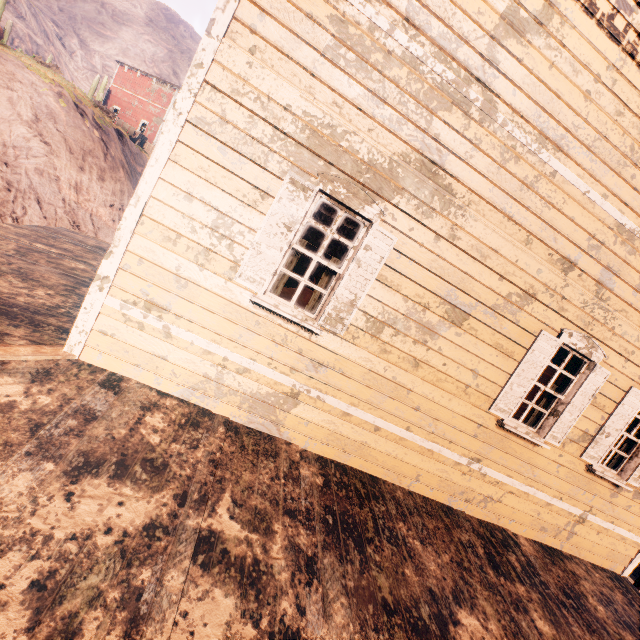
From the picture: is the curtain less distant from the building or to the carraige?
the building

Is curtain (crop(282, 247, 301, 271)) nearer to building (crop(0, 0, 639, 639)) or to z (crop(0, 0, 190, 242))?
building (crop(0, 0, 639, 639))

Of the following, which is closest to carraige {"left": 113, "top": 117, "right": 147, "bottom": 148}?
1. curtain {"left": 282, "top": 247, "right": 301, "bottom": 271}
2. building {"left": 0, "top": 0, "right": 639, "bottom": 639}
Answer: building {"left": 0, "top": 0, "right": 639, "bottom": 639}

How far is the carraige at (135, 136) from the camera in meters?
21.2 m

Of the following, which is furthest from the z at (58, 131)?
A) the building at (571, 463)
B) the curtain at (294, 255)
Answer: the curtain at (294, 255)

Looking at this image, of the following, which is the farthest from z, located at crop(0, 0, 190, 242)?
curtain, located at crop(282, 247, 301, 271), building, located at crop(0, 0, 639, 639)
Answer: curtain, located at crop(282, 247, 301, 271)

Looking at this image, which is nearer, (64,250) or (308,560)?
(308,560)
